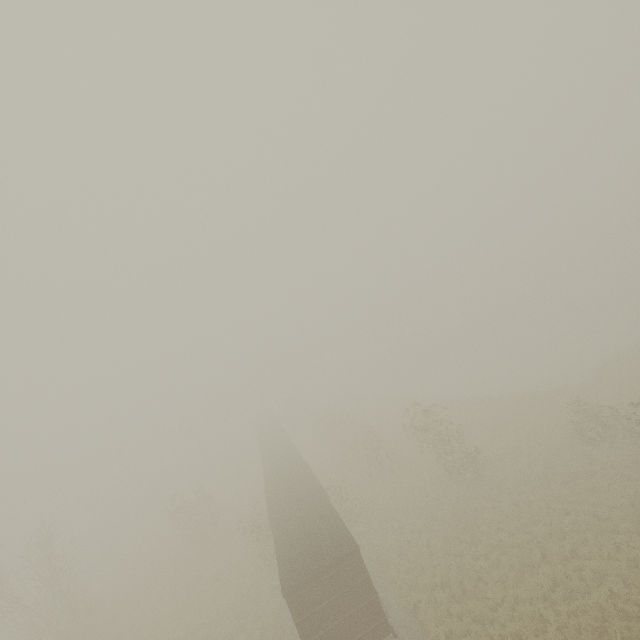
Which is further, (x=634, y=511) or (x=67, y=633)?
(x=67, y=633)
